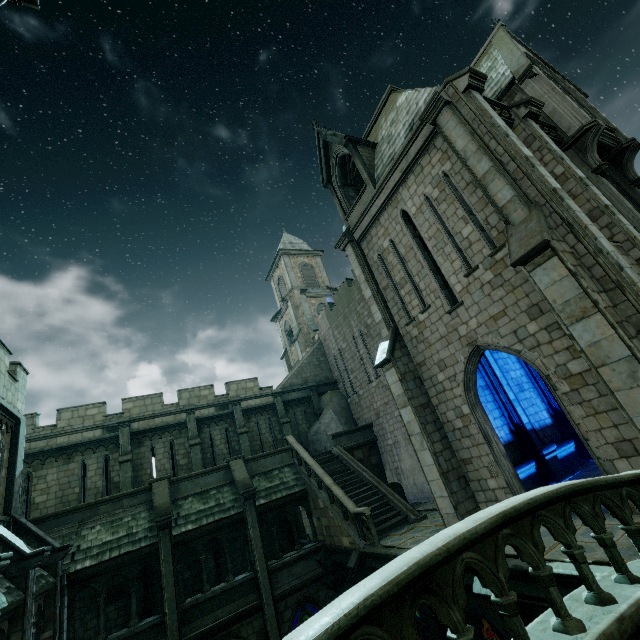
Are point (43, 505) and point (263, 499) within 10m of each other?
no

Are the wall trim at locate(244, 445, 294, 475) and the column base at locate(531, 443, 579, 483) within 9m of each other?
no

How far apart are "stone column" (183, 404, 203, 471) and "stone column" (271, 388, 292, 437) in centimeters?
505cm

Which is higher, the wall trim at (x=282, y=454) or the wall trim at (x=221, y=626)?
the wall trim at (x=282, y=454)

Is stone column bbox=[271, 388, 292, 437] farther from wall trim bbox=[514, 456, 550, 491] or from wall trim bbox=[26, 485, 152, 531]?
wall trim bbox=[514, 456, 550, 491]

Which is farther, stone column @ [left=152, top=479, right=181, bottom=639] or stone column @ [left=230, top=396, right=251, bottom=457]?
stone column @ [left=230, top=396, right=251, bottom=457]

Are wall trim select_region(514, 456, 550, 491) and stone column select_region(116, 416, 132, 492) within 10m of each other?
no

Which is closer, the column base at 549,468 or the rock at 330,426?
the column base at 549,468
